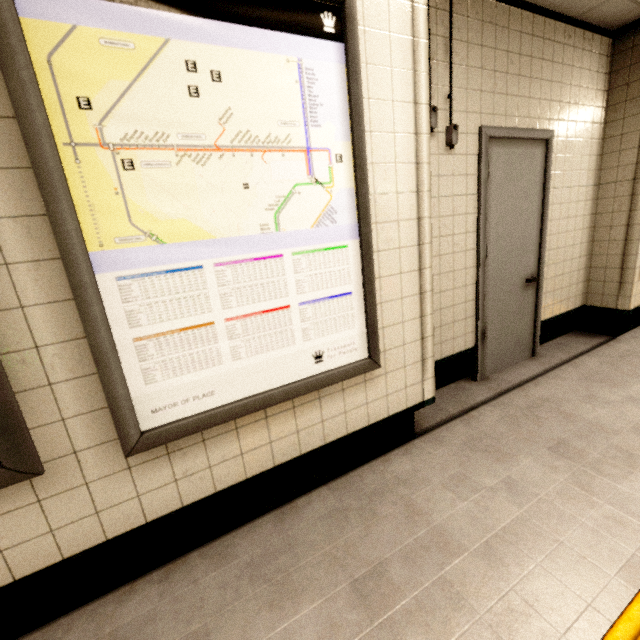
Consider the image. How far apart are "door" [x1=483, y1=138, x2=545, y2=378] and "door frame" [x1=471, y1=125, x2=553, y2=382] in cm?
1

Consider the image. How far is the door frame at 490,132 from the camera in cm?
248

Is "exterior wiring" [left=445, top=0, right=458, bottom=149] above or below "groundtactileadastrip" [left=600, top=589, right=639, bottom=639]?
above

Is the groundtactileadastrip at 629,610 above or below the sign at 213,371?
below

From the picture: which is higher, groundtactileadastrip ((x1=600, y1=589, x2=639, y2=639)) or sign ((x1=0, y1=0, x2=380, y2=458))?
sign ((x1=0, y1=0, x2=380, y2=458))

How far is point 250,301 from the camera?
1.4 meters

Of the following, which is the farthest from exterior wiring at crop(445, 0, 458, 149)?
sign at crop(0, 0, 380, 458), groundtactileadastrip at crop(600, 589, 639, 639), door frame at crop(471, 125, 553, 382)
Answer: groundtactileadastrip at crop(600, 589, 639, 639)

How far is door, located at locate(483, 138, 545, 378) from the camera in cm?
264
